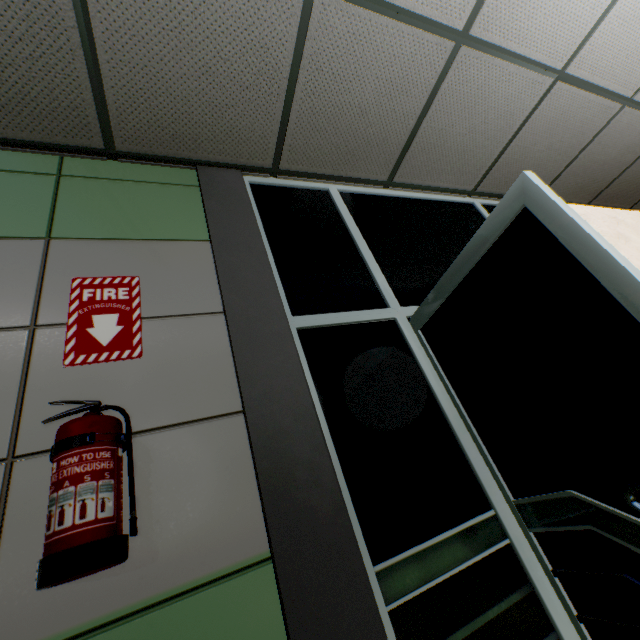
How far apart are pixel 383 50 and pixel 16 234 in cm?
217

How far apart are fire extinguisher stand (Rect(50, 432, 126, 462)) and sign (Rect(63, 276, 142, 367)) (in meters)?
0.64

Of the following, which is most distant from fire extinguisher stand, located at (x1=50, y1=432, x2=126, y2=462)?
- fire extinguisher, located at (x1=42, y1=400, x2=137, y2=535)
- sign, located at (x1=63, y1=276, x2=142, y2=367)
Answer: sign, located at (x1=63, y1=276, x2=142, y2=367)

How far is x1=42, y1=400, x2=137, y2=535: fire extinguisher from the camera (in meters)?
0.91

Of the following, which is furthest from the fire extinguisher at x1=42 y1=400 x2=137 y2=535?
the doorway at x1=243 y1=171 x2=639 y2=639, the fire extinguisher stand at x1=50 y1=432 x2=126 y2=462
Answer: the doorway at x1=243 y1=171 x2=639 y2=639

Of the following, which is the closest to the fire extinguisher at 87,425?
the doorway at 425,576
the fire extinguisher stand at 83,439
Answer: the fire extinguisher stand at 83,439
